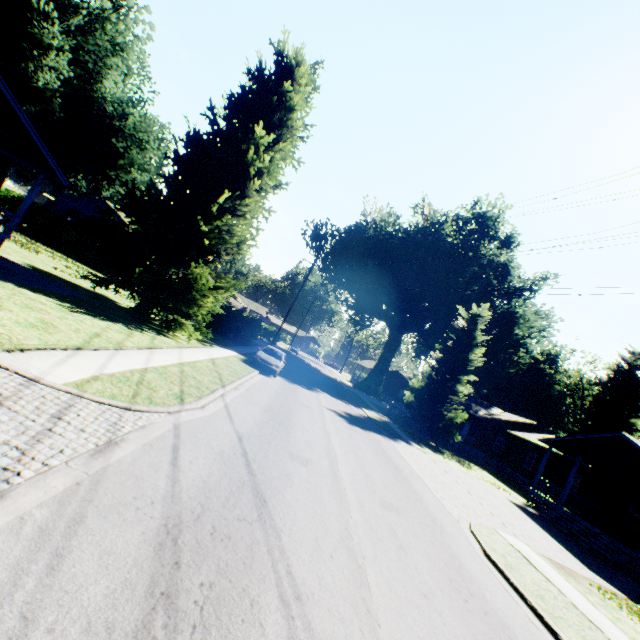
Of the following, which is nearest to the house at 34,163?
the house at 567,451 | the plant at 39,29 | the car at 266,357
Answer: the plant at 39,29

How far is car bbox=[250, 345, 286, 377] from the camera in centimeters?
1998cm

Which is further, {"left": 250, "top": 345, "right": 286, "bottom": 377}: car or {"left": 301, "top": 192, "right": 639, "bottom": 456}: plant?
{"left": 301, "top": 192, "right": 639, "bottom": 456}: plant

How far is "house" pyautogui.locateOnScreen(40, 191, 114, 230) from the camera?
33.3m

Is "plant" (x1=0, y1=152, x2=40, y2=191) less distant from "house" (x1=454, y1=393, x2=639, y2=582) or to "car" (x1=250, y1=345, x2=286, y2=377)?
"car" (x1=250, y1=345, x2=286, y2=377)

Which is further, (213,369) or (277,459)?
(213,369)

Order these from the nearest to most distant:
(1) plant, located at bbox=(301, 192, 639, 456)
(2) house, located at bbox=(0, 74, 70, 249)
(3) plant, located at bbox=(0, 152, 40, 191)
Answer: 1. (2) house, located at bbox=(0, 74, 70, 249)
2. (3) plant, located at bbox=(0, 152, 40, 191)
3. (1) plant, located at bbox=(301, 192, 639, 456)

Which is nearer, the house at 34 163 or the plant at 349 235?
the house at 34 163
